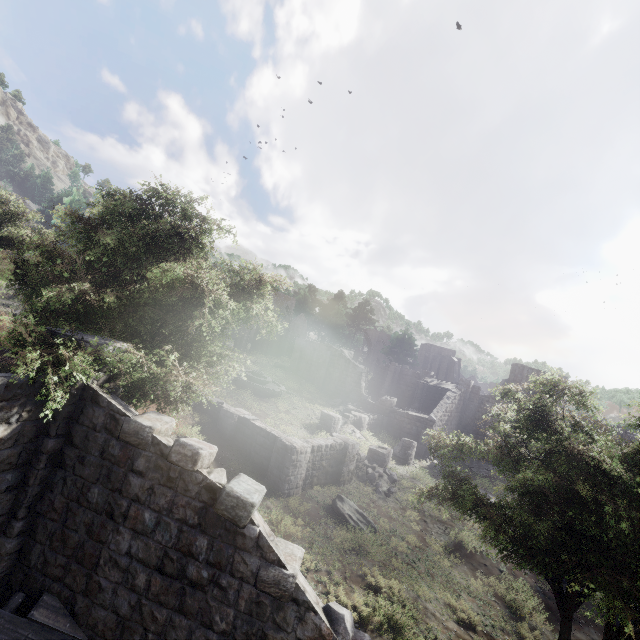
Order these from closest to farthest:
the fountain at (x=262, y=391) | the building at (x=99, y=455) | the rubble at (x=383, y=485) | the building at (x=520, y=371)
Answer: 1. the building at (x=99, y=455)
2. the rubble at (x=383, y=485)
3. the fountain at (x=262, y=391)
4. the building at (x=520, y=371)

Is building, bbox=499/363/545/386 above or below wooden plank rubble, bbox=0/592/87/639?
above

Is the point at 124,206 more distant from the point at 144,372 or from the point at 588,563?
the point at 588,563

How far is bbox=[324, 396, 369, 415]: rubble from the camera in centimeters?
3297cm

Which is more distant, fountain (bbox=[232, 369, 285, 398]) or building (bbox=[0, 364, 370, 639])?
fountain (bbox=[232, 369, 285, 398])

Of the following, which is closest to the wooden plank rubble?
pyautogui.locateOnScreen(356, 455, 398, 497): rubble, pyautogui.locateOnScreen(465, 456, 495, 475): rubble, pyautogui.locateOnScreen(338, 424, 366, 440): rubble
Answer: pyautogui.locateOnScreen(356, 455, 398, 497): rubble

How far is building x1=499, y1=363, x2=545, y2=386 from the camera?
38.5 meters

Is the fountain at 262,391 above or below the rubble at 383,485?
Result: above
